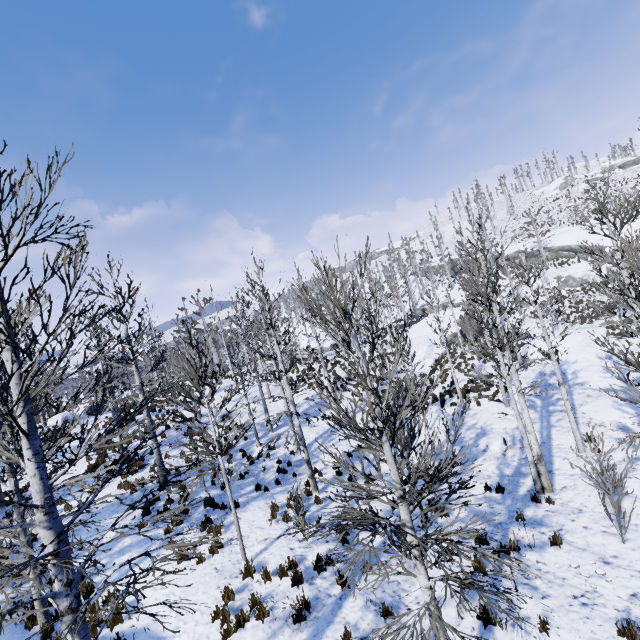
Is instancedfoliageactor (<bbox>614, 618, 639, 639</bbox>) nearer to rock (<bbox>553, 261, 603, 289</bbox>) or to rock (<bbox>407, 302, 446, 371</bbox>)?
rock (<bbox>407, 302, 446, 371</bbox>)

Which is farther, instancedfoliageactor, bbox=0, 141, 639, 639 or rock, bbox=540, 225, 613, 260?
rock, bbox=540, 225, 613, 260

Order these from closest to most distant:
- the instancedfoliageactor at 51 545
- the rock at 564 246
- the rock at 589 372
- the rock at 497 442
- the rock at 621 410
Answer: the instancedfoliageactor at 51 545 < the rock at 621 410 < the rock at 497 442 < the rock at 589 372 < the rock at 564 246

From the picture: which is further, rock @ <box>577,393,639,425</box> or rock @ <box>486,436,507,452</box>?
rock @ <box>486,436,507,452</box>

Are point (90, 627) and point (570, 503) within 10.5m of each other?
no

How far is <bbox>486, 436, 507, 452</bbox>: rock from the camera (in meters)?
13.32

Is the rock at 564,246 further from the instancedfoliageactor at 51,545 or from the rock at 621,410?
the instancedfoliageactor at 51,545

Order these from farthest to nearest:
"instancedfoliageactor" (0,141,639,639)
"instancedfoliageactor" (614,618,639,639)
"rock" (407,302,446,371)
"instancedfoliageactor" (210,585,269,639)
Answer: "rock" (407,302,446,371) → "instancedfoliageactor" (210,585,269,639) → "instancedfoliageactor" (614,618,639,639) → "instancedfoliageactor" (0,141,639,639)
